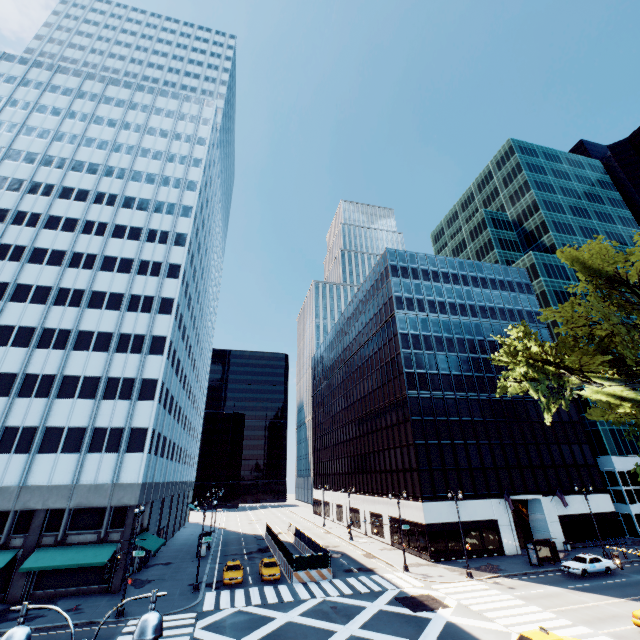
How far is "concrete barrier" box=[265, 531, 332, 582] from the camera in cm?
3173

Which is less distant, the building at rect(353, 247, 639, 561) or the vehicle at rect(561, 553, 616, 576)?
the vehicle at rect(561, 553, 616, 576)

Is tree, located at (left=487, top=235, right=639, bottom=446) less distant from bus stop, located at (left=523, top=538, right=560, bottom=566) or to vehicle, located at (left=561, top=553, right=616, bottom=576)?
bus stop, located at (left=523, top=538, right=560, bottom=566)

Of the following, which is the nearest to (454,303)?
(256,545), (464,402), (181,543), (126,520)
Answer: (464,402)

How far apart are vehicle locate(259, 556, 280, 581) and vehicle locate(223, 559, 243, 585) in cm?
153

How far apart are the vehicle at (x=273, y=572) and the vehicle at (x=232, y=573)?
1.5m

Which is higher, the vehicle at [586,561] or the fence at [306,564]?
the fence at [306,564]

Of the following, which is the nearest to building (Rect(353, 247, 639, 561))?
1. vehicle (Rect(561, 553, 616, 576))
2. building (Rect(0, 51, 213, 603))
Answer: vehicle (Rect(561, 553, 616, 576))
